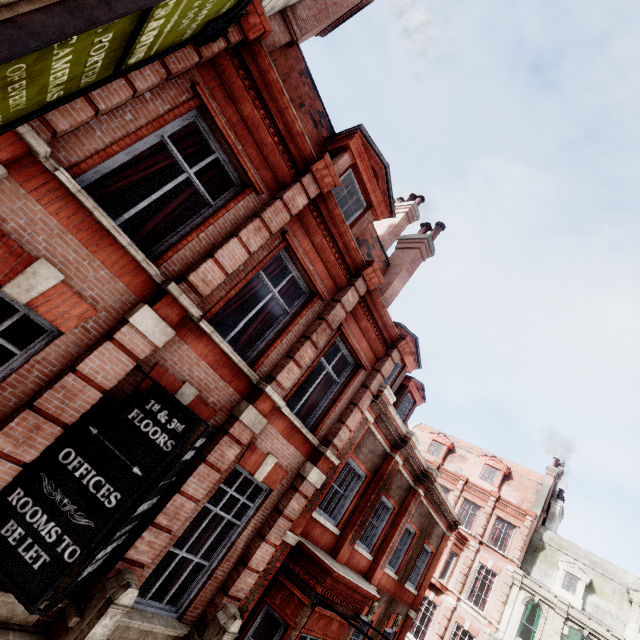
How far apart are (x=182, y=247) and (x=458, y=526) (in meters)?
29.59

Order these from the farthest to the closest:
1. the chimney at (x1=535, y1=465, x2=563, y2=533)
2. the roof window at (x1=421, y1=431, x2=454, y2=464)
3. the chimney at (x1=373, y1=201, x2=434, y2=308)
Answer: the roof window at (x1=421, y1=431, x2=454, y2=464) → the chimney at (x1=535, y1=465, x2=563, y2=533) → the chimney at (x1=373, y1=201, x2=434, y2=308)

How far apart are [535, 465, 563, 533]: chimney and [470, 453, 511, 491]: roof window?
3.2 meters

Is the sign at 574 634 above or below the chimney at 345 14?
below

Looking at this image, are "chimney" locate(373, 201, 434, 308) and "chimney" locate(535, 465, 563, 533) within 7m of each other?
no

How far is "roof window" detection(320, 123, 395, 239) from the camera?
7.95m

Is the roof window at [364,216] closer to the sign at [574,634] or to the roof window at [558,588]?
the sign at [574,634]

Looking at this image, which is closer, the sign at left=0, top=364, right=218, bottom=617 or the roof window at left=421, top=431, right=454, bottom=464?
the sign at left=0, top=364, right=218, bottom=617
